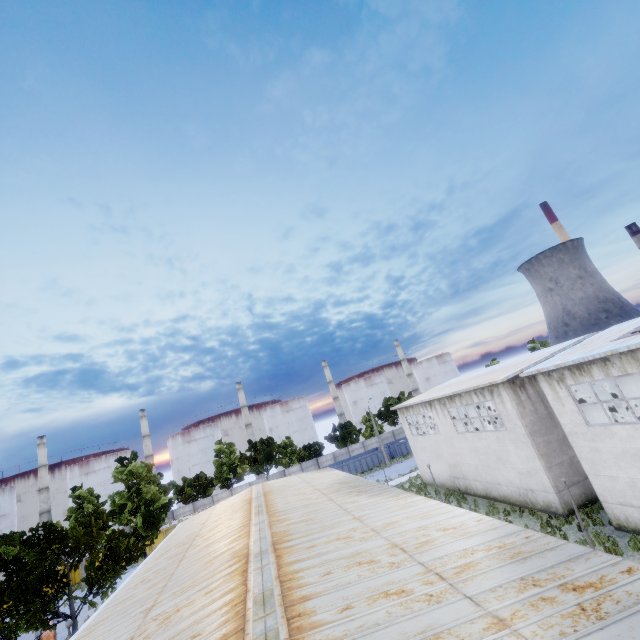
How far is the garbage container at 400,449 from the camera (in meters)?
50.75

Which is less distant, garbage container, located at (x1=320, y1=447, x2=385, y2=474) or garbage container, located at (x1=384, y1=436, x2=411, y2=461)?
garbage container, located at (x1=320, y1=447, x2=385, y2=474)

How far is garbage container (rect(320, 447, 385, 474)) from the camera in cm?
4859

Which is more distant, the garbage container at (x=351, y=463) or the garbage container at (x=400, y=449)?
the garbage container at (x=400, y=449)

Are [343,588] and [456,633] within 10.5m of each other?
yes

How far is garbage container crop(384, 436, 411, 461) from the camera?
50.8 meters
